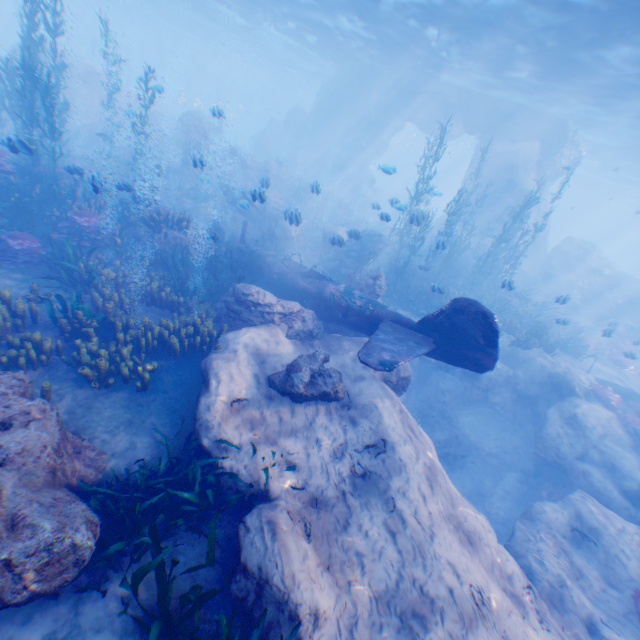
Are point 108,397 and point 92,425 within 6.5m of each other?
yes

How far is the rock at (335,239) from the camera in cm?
1212

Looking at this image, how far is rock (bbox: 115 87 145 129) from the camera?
13.8m

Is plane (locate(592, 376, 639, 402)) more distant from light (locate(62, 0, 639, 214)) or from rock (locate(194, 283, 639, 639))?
light (locate(62, 0, 639, 214))

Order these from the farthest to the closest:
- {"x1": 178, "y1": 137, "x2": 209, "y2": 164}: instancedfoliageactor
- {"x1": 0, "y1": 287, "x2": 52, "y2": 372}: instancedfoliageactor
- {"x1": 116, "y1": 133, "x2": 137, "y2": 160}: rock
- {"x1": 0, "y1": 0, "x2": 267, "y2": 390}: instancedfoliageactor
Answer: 1. {"x1": 116, "y1": 133, "x2": 137, "y2": 160}: rock
2. {"x1": 178, "y1": 137, "x2": 209, "y2": 164}: instancedfoliageactor
3. {"x1": 0, "y1": 0, "x2": 267, "y2": 390}: instancedfoliageactor
4. {"x1": 0, "y1": 287, "x2": 52, "y2": 372}: instancedfoliageactor

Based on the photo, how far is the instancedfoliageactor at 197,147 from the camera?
10.5m
